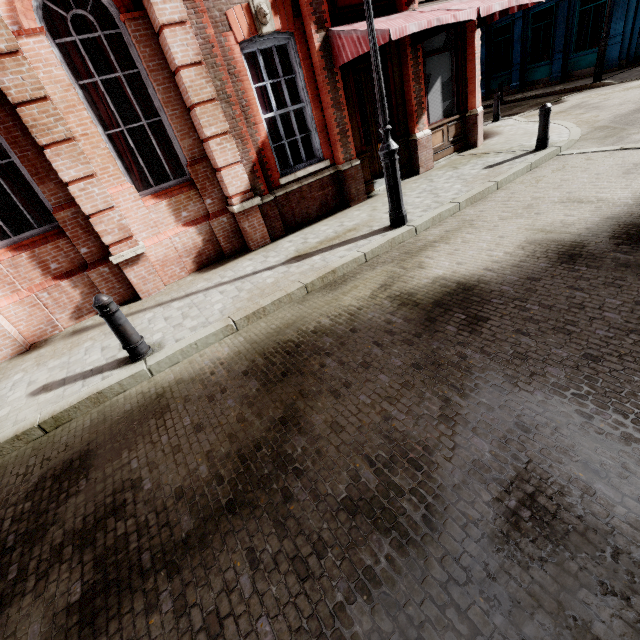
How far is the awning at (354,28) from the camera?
6.07m

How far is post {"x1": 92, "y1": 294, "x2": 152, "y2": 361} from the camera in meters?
3.9 m

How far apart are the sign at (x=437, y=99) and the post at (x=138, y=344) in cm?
952

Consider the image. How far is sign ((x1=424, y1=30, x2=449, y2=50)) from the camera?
8.41m

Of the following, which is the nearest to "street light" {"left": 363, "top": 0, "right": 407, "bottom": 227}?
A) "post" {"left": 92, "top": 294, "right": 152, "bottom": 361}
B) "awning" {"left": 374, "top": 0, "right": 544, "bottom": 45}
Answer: "awning" {"left": 374, "top": 0, "right": 544, "bottom": 45}

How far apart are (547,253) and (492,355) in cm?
222

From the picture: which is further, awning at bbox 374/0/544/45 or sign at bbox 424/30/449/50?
sign at bbox 424/30/449/50

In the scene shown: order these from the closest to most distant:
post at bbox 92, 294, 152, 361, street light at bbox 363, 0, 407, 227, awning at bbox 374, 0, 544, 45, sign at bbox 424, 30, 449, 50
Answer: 1. post at bbox 92, 294, 152, 361
2. street light at bbox 363, 0, 407, 227
3. awning at bbox 374, 0, 544, 45
4. sign at bbox 424, 30, 449, 50
